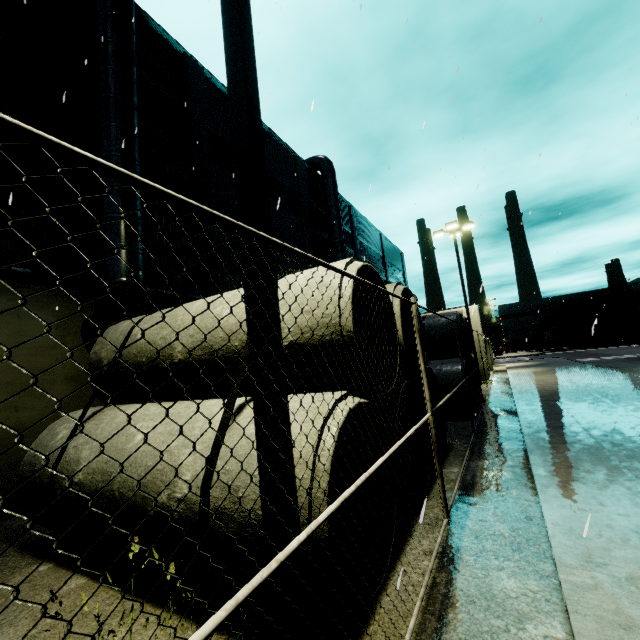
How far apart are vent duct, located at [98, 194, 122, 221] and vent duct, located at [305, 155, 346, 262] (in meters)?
12.34

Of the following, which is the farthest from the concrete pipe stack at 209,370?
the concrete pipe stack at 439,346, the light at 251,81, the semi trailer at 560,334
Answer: the semi trailer at 560,334

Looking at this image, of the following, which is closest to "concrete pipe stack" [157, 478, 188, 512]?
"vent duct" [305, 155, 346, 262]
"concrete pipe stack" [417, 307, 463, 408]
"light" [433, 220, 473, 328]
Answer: "concrete pipe stack" [417, 307, 463, 408]

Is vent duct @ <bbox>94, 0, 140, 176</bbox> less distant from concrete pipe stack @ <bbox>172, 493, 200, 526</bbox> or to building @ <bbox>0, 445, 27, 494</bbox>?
building @ <bbox>0, 445, 27, 494</bbox>

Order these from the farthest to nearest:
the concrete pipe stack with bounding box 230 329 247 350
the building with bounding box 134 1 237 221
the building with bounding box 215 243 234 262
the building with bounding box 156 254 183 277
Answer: the building with bounding box 215 243 234 262 < the building with bounding box 134 1 237 221 < the building with bounding box 156 254 183 277 < the concrete pipe stack with bounding box 230 329 247 350

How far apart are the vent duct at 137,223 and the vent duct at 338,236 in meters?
12.3 m

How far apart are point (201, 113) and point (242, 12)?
12.6m

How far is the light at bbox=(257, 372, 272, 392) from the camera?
2.12m
